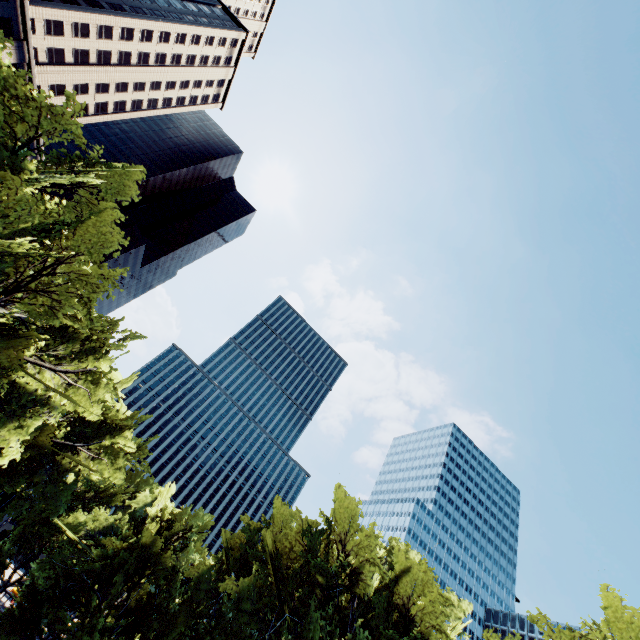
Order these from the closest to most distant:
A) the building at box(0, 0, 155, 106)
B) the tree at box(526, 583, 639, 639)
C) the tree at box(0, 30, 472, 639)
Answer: the tree at box(0, 30, 472, 639) → the tree at box(526, 583, 639, 639) → the building at box(0, 0, 155, 106)

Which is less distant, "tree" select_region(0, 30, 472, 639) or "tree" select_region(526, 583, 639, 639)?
"tree" select_region(0, 30, 472, 639)

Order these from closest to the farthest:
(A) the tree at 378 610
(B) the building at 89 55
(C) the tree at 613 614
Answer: (A) the tree at 378 610 < (C) the tree at 613 614 < (B) the building at 89 55

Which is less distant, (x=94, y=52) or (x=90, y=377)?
(x=90, y=377)

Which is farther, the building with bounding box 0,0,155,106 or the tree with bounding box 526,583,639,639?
the building with bounding box 0,0,155,106

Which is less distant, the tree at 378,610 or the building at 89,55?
the tree at 378,610

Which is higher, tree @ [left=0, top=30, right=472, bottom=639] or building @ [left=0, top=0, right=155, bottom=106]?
building @ [left=0, top=0, right=155, bottom=106]
